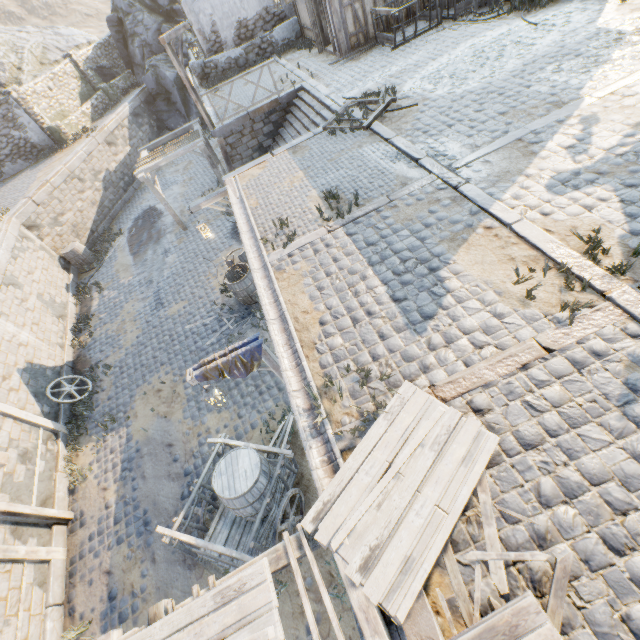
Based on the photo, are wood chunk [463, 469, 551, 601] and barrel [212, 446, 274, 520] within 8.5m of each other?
yes

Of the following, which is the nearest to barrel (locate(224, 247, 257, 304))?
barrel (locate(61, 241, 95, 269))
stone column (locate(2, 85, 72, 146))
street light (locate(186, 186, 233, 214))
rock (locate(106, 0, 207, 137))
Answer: street light (locate(186, 186, 233, 214))

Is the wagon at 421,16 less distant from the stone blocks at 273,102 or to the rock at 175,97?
the stone blocks at 273,102

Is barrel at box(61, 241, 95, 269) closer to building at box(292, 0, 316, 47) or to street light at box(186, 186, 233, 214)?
street light at box(186, 186, 233, 214)

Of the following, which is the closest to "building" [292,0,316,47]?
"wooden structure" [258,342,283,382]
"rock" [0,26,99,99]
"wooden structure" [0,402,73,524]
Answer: "wooden structure" [258,342,283,382]

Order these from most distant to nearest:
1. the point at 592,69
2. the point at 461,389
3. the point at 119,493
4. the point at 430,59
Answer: the point at 430,59, the point at 119,493, the point at 592,69, the point at 461,389

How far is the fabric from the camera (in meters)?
5.76

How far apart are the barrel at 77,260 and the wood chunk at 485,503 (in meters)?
19.12
